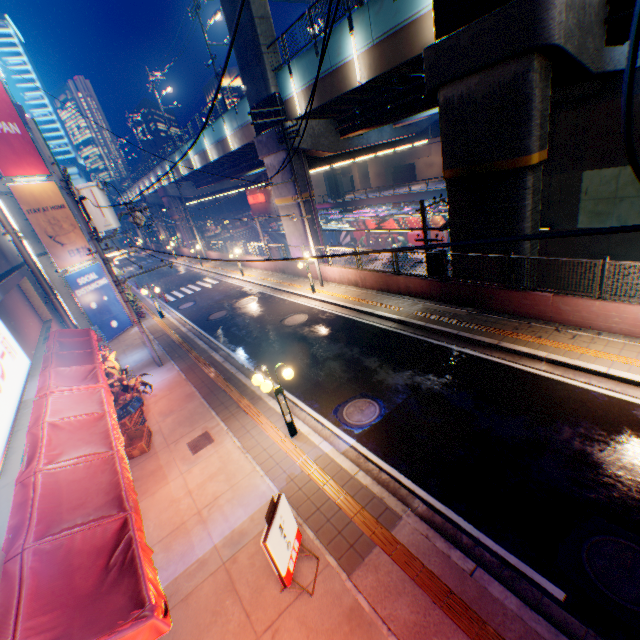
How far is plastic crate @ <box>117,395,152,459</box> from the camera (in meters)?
9.53

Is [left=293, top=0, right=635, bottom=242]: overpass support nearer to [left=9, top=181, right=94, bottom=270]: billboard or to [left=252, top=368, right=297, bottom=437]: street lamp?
[left=252, top=368, right=297, bottom=437]: street lamp

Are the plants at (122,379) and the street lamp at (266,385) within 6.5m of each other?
yes

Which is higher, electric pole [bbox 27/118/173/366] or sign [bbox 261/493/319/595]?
electric pole [bbox 27/118/173/366]

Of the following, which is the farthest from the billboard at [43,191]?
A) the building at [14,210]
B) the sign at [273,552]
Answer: the sign at [273,552]

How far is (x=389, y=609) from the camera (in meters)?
4.99

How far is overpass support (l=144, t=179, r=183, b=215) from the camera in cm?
4441

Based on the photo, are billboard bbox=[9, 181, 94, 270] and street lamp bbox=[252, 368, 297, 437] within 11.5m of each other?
no
